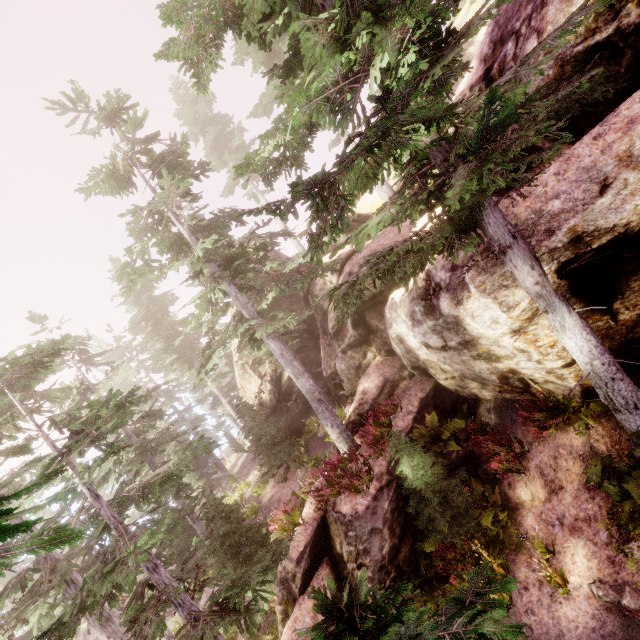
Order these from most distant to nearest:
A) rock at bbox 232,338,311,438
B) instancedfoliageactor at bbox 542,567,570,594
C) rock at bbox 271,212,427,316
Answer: rock at bbox 232,338,311,438
rock at bbox 271,212,427,316
instancedfoliageactor at bbox 542,567,570,594

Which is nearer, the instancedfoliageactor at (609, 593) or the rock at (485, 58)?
the instancedfoliageactor at (609, 593)

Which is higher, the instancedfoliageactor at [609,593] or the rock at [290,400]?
the rock at [290,400]

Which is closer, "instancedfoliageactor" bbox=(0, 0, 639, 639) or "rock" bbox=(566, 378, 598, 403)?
"instancedfoliageactor" bbox=(0, 0, 639, 639)

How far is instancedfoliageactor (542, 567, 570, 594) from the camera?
7.2m

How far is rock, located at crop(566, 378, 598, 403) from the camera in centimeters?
773cm

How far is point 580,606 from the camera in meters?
6.9 m
